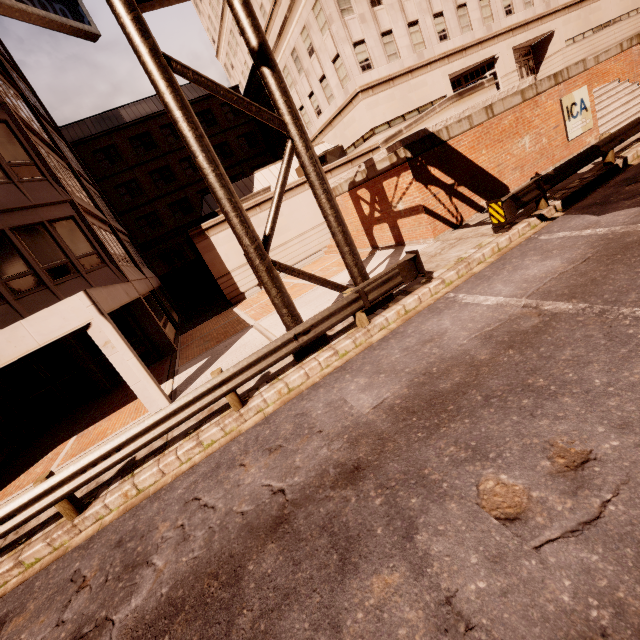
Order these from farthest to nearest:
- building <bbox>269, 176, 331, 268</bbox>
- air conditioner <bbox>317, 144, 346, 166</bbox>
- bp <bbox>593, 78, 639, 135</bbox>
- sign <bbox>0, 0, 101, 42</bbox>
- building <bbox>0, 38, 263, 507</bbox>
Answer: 1. air conditioner <bbox>317, 144, 346, 166</bbox>
2. building <bbox>269, 176, 331, 268</bbox>
3. bp <bbox>593, 78, 639, 135</bbox>
4. sign <bbox>0, 0, 101, 42</bbox>
5. building <bbox>0, 38, 263, 507</bbox>

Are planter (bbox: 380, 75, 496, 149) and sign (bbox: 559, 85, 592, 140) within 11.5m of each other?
yes

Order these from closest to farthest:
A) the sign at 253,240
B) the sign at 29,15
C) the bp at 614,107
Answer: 1. the sign at 253,240
2. the sign at 29,15
3. the bp at 614,107

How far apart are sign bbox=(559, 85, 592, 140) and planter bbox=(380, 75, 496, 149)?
2.6m

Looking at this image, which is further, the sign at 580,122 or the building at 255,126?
the building at 255,126

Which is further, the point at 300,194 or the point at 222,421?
the point at 300,194

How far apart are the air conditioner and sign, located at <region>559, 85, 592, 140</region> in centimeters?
1267cm

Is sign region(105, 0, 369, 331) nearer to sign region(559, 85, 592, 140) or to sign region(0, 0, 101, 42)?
sign region(0, 0, 101, 42)
